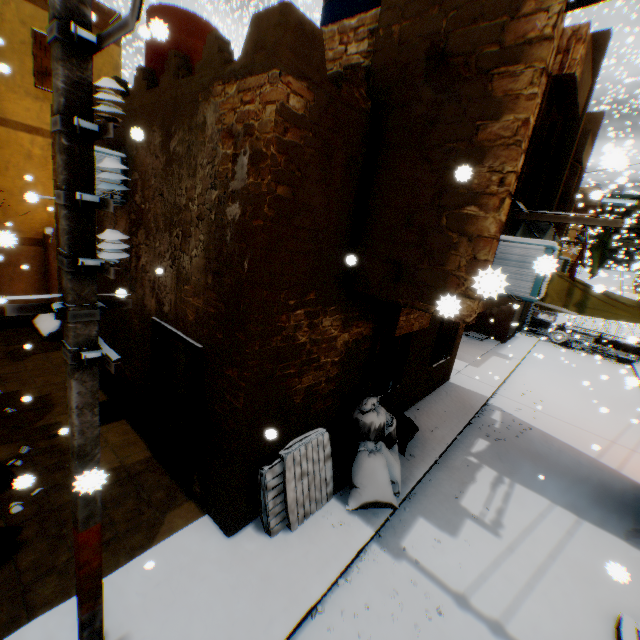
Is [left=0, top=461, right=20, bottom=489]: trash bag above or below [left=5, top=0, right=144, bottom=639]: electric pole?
below

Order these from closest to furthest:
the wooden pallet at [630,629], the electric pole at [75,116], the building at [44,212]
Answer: the electric pole at [75,116]
the wooden pallet at [630,629]
the building at [44,212]

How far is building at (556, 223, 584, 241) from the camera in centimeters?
905cm

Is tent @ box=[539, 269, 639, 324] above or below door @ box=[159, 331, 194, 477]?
above

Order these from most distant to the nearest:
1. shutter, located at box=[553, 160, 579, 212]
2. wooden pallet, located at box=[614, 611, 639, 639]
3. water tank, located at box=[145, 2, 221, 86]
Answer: shutter, located at box=[553, 160, 579, 212], water tank, located at box=[145, 2, 221, 86], wooden pallet, located at box=[614, 611, 639, 639]

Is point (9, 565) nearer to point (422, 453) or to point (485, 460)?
point (422, 453)

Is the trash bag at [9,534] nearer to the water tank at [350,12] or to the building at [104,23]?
the building at [104,23]

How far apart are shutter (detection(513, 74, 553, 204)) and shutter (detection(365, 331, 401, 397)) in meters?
1.5 m
